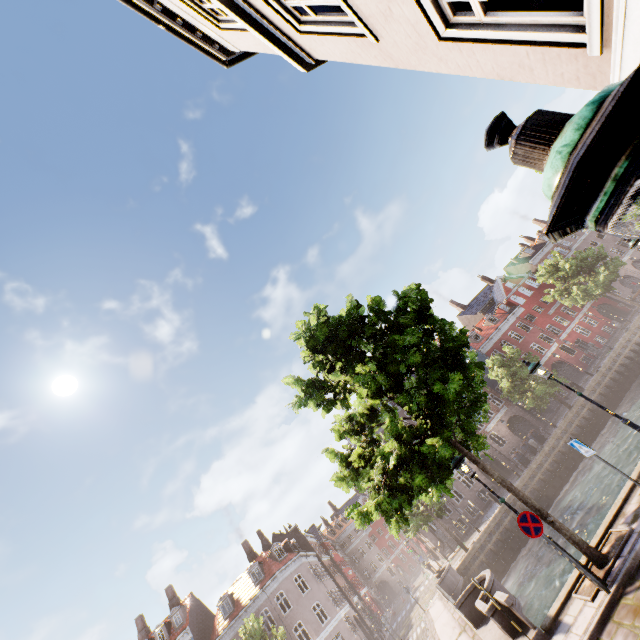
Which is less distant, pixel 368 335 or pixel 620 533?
pixel 620 533

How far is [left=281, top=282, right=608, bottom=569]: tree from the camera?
8.2 meters

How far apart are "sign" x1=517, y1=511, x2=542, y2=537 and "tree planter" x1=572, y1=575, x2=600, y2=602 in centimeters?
144cm

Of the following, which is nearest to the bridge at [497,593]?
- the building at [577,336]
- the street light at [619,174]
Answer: the street light at [619,174]

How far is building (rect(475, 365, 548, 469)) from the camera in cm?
3625

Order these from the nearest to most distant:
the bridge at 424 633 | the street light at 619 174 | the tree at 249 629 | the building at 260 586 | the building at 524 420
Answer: the street light at 619 174, the bridge at 424 633, the tree at 249 629, the building at 260 586, the building at 524 420

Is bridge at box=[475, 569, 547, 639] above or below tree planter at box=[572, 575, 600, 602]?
above
